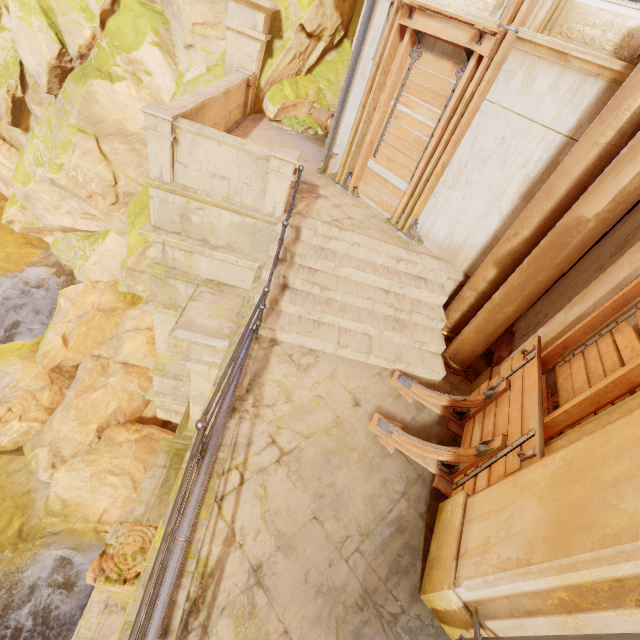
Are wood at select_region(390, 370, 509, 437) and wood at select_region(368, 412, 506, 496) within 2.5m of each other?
yes

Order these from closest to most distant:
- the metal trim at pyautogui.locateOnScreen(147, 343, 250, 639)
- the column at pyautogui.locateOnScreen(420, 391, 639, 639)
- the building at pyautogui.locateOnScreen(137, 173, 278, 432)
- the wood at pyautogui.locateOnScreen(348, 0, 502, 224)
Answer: the column at pyautogui.locateOnScreen(420, 391, 639, 639) → the metal trim at pyautogui.locateOnScreen(147, 343, 250, 639) → the wood at pyautogui.locateOnScreen(348, 0, 502, 224) → the building at pyautogui.locateOnScreen(137, 173, 278, 432)

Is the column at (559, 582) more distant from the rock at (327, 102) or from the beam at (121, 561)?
the rock at (327, 102)

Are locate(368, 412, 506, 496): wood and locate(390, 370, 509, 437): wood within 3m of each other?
yes

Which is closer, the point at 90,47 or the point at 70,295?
the point at 90,47

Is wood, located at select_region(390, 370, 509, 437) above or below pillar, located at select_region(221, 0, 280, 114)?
below

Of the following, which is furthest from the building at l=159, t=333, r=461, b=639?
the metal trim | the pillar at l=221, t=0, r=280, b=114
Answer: the pillar at l=221, t=0, r=280, b=114

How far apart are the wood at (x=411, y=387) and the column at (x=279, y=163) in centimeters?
358cm
